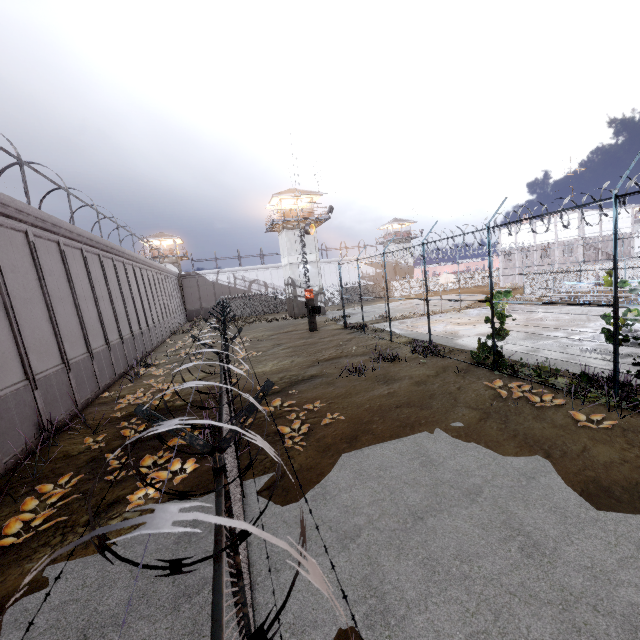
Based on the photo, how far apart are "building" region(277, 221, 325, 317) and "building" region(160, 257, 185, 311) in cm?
2362

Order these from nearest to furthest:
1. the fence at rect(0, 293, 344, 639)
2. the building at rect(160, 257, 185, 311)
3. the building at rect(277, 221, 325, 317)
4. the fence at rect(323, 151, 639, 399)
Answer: the fence at rect(0, 293, 344, 639) < the fence at rect(323, 151, 639, 399) < the building at rect(277, 221, 325, 317) < the building at rect(160, 257, 185, 311)

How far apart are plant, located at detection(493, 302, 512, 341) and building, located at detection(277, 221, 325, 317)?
28.5 meters

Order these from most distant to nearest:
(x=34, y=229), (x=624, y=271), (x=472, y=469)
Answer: (x=624, y=271) < (x=34, y=229) < (x=472, y=469)

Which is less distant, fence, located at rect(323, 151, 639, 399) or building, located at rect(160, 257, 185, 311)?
fence, located at rect(323, 151, 639, 399)

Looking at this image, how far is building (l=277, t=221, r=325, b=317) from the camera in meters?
38.8

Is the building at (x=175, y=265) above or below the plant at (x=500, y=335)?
above

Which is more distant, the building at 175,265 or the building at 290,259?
the building at 175,265
